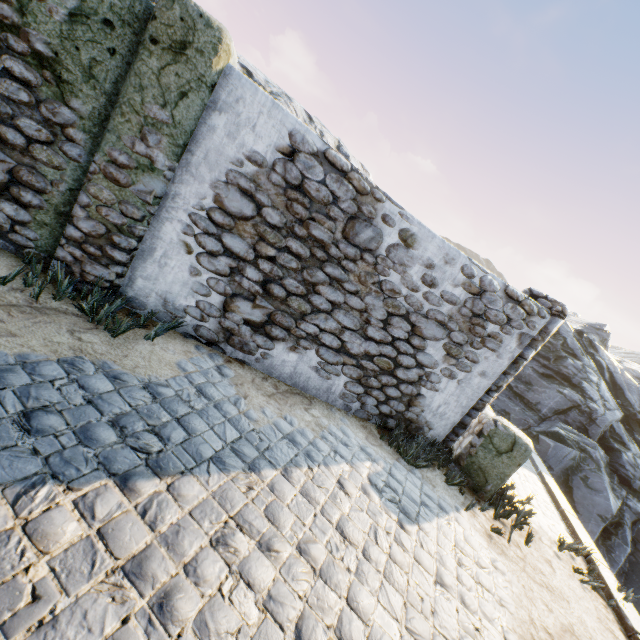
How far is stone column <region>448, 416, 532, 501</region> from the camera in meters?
5.0

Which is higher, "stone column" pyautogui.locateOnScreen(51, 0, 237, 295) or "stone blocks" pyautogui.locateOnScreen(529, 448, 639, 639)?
"stone column" pyautogui.locateOnScreen(51, 0, 237, 295)

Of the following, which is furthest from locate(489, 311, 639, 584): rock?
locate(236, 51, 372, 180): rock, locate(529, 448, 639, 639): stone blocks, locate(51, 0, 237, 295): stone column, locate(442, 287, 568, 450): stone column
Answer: locate(51, 0, 237, 295): stone column

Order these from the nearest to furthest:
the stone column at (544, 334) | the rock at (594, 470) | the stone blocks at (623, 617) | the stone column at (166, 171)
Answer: the stone column at (166, 171)
the stone blocks at (623, 617)
the stone column at (544, 334)
the rock at (594, 470)

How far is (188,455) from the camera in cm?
270

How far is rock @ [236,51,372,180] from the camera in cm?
1170

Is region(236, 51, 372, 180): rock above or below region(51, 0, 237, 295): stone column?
above

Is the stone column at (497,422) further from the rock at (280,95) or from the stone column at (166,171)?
the stone column at (166,171)
